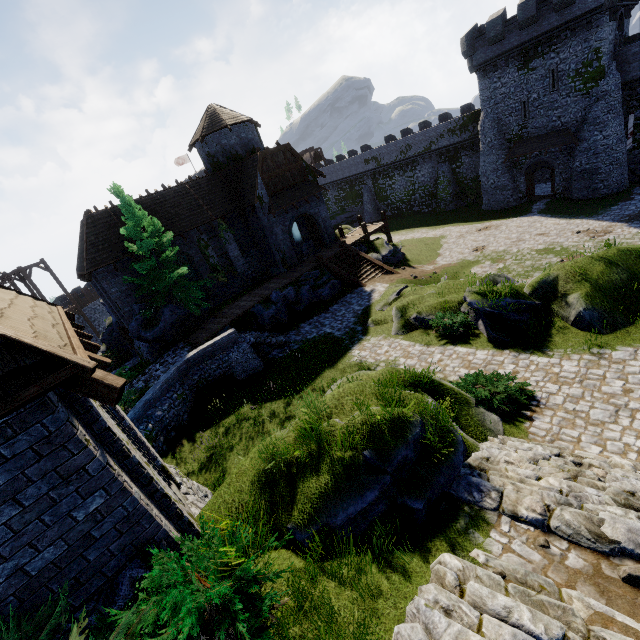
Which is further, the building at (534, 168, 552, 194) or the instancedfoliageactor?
the building at (534, 168, 552, 194)

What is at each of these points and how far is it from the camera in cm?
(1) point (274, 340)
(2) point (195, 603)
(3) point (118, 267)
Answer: (1) stairs, 1934
(2) bush, 334
(3) building, 2161

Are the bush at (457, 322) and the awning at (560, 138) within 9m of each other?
no

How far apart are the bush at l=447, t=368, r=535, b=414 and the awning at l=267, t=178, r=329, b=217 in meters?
18.5

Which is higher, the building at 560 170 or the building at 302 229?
the building at 302 229

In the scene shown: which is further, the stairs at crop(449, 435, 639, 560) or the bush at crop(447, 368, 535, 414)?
the bush at crop(447, 368, 535, 414)

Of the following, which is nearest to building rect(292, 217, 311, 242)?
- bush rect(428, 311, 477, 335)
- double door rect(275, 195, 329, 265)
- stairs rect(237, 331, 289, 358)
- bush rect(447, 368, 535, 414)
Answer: double door rect(275, 195, 329, 265)

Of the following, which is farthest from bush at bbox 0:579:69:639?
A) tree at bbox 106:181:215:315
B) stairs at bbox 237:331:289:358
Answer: tree at bbox 106:181:215:315
